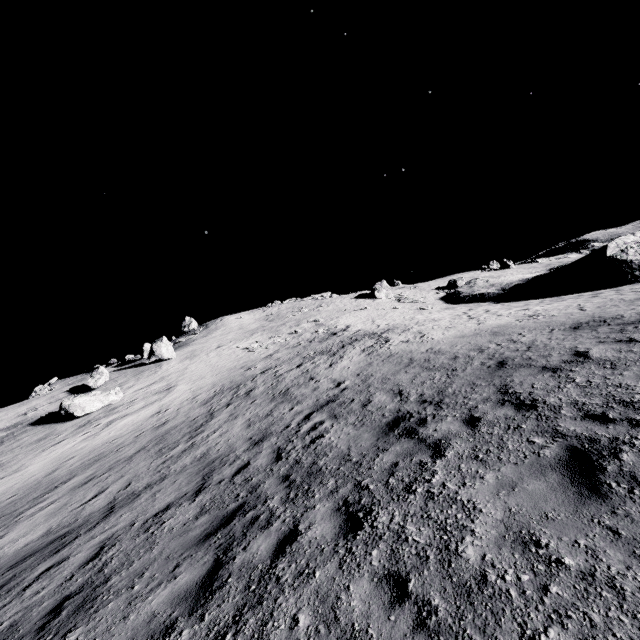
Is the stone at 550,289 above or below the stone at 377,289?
below

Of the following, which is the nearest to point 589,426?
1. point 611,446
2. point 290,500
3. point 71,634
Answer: point 611,446

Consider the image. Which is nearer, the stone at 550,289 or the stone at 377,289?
the stone at 550,289

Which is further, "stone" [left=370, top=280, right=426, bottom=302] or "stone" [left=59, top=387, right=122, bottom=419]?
"stone" [left=370, top=280, right=426, bottom=302]

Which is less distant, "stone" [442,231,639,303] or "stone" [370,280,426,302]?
"stone" [442,231,639,303]

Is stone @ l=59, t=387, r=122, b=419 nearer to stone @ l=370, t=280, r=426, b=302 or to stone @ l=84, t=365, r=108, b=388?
stone @ l=84, t=365, r=108, b=388

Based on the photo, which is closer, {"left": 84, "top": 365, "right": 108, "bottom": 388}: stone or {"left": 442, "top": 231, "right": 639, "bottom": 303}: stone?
{"left": 84, "top": 365, "right": 108, "bottom": 388}: stone

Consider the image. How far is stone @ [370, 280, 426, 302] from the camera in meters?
48.5
